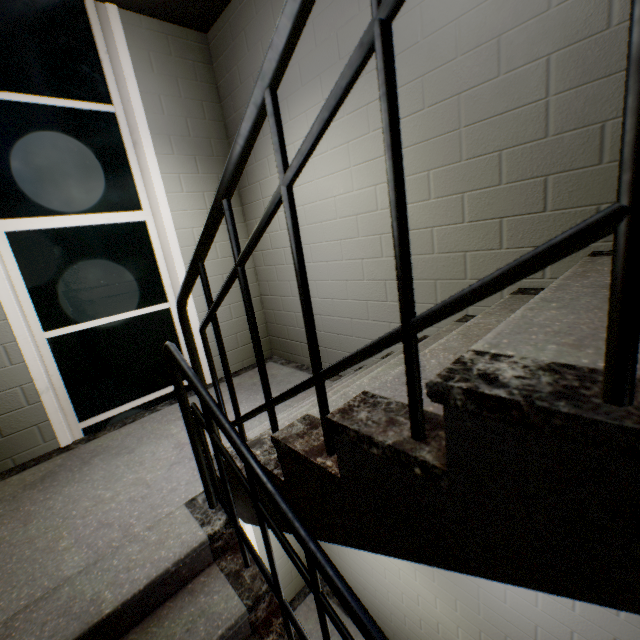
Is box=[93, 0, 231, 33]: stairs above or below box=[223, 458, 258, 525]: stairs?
above

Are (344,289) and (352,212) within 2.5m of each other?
yes

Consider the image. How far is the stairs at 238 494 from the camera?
1.5 meters

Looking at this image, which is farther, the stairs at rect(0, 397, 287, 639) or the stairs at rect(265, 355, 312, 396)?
the stairs at rect(265, 355, 312, 396)

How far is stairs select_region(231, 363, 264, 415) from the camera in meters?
2.8 m

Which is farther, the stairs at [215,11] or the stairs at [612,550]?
the stairs at [215,11]
